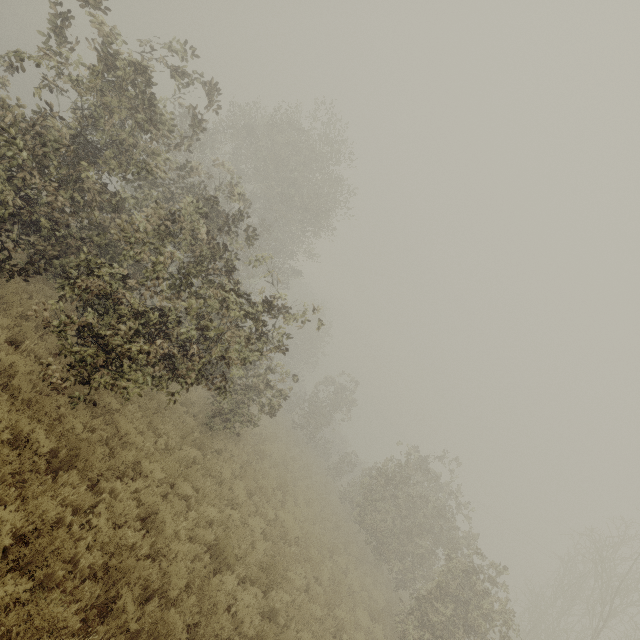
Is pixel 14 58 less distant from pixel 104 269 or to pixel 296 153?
pixel 104 269
